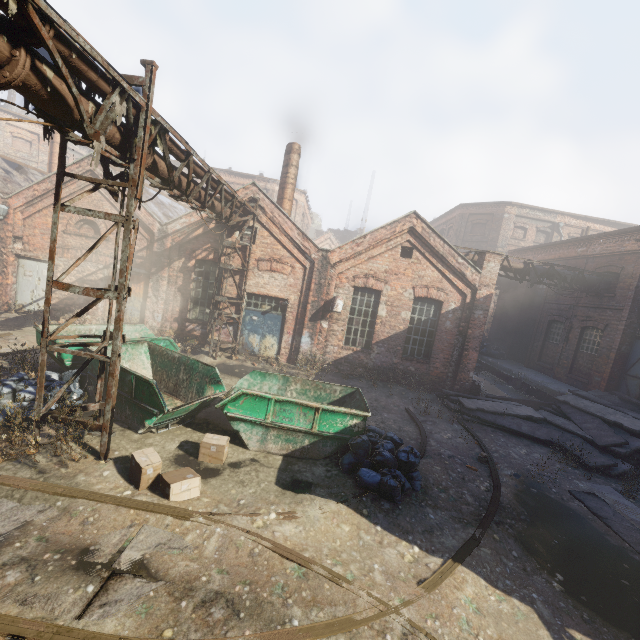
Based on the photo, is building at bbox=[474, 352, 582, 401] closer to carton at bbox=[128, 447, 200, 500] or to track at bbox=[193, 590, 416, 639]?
track at bbox=[193, 590, 416, 639]

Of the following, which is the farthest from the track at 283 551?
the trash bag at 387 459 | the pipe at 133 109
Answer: the pipe at 133 109

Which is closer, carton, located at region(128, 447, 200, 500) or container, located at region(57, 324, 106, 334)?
carton, located at region(128, 447, 200, 500)

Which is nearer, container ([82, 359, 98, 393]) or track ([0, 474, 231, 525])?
track ([0, 474, 231, 525])

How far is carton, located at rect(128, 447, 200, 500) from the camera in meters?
5.4

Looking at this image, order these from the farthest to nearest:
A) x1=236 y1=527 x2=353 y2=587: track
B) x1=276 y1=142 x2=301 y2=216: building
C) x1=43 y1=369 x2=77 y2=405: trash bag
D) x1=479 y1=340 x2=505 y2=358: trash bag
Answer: x1=479 y1=340 x2=505 y2=358: trash bag
x1=276 y1=142 x2=301 y2=216: building
x1=43 y1=369 x2=77 y2=405: trash bag
x1=236 y1=527 x2=353 y2=587: track

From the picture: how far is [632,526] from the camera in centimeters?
718cm

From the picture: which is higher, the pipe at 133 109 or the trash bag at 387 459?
the pipe at 133 109
